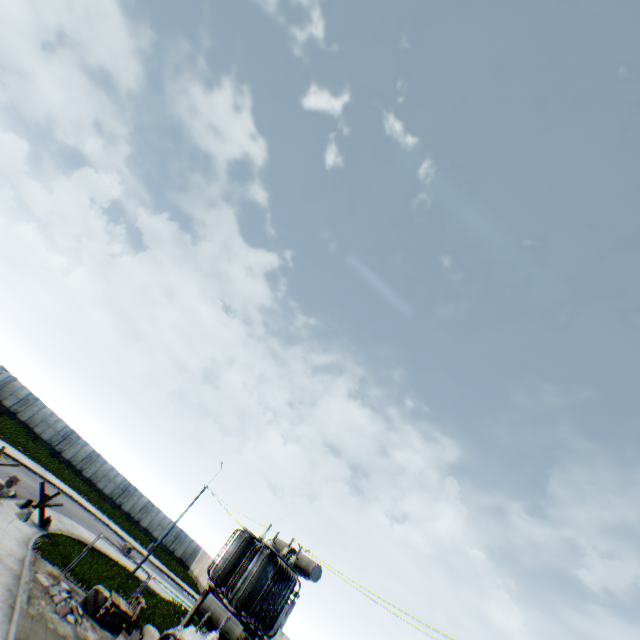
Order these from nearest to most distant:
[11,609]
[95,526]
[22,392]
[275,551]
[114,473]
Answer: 1. [11,609]
2. [275,551]
3. [95,526]
4. [22,392]
5. [114,473]

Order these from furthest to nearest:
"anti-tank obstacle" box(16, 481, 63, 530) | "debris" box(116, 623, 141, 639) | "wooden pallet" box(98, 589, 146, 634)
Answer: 1. "anti-tank obstacle" box(16, 481, 63, 530)
2. "wooden pallet" box(98, 589, 146, 634)
3. "debris" box(116, 623, 141, 639)

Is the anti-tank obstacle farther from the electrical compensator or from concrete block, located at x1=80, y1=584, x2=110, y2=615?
the electrical compensator

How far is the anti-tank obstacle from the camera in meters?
17.8

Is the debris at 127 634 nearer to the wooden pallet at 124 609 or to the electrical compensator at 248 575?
the wooden pallet at 124 609

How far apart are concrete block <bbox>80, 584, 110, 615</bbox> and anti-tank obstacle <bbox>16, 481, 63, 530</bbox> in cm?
589

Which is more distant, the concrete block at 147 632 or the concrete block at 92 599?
the concrete block at 147 632

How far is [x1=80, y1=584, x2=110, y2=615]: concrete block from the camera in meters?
14.8
